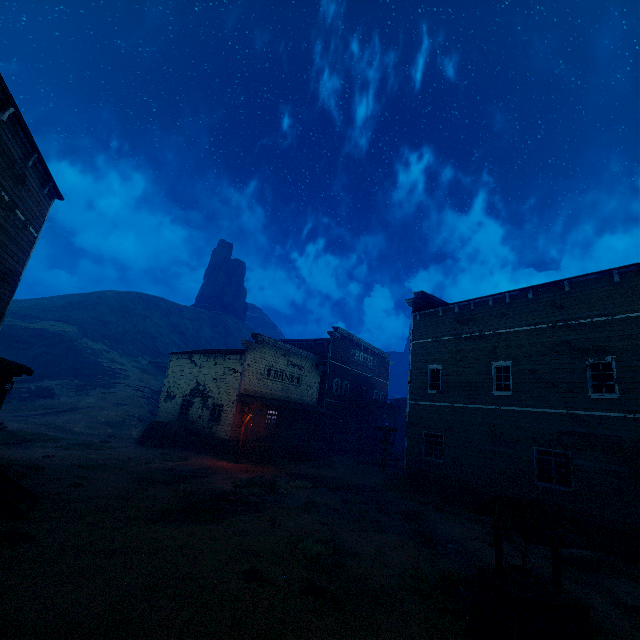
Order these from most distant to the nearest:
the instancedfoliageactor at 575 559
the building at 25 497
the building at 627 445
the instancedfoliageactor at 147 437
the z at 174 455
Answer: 1. the instancedfoliageactor at 147 437
2. the building at 627 445
3. the instancedfoliageactor at 575 559
4. the building at 25 497
5. the z at 174 455

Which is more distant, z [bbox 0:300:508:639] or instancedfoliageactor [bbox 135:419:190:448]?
instancedfoliageactor [bbox 135:419:190:448]

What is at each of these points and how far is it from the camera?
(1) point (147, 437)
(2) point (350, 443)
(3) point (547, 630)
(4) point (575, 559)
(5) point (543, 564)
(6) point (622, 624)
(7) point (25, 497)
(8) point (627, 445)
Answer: (1) instancedfoliageactor, 22.5m
(2) wooden box, 31.2m
(3) well, 5.8m
(4) instancedfoliageactor, 10.0m
(5) z, 9.9m
(6) z, 7.1m
(7) building, 9.2m
(8) building, 12.2m

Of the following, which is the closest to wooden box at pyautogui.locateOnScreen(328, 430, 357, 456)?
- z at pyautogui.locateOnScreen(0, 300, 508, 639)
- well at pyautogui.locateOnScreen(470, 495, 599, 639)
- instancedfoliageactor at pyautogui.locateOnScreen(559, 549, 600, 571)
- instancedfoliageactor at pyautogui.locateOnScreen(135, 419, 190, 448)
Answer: z at pyautogui.locateOnScreen(0, 300, 508, 639)

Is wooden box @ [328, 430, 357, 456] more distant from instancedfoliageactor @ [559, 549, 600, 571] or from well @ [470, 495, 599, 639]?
well @ [470, 495, 599, 639]

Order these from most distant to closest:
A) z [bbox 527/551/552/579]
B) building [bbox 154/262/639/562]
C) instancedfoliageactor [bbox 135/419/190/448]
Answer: instancedfoliageactor [bbox 135/419/190/448], building [bbox 154/262/639/562], z [bbox 527/551/552/579]

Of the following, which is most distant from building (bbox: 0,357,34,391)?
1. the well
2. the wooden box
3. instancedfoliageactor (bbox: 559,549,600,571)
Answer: the well

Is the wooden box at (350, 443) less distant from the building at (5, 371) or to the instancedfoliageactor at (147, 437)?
the building at (5, 371)
